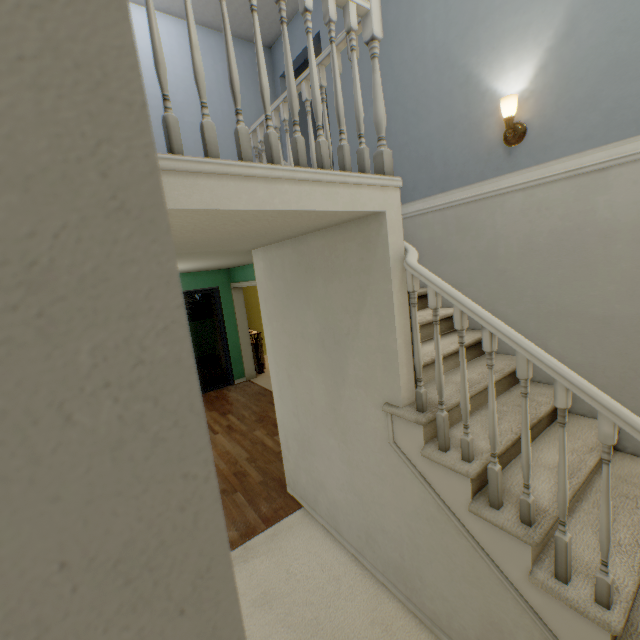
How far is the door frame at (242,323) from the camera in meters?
6.8 m

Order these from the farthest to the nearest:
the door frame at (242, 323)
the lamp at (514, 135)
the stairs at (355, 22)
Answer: the door frame at (242, 323), the lamp at (514, 135), the stairs at (355, 22)

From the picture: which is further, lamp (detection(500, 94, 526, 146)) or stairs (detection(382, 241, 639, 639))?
lamp (detection(500, 94, 526, 146))

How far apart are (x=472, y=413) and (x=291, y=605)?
1.8m

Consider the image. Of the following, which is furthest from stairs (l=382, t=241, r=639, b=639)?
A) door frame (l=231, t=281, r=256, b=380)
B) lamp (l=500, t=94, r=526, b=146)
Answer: door frame (l=231, t=281, r=256, b=380)

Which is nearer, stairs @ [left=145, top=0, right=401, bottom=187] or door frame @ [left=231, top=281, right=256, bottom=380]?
stairs @ [left=145, top=0, right=401, bottom=187]

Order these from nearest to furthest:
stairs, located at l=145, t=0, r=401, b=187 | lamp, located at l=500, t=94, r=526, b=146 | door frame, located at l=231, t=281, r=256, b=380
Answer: stairs, located at l=145, t=0, r=401, b=187
lamp, located at l=500, t=94, r=526, b=146
door frame, located at l=231, t=281, r=256, b=380
